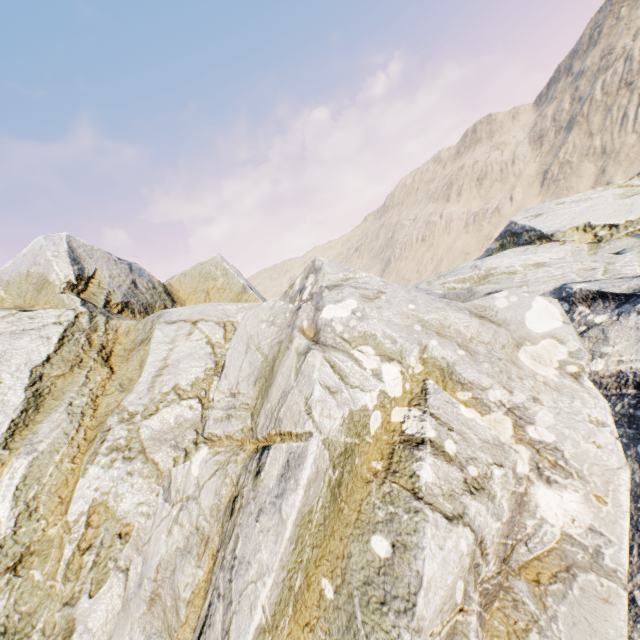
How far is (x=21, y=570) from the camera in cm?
627
